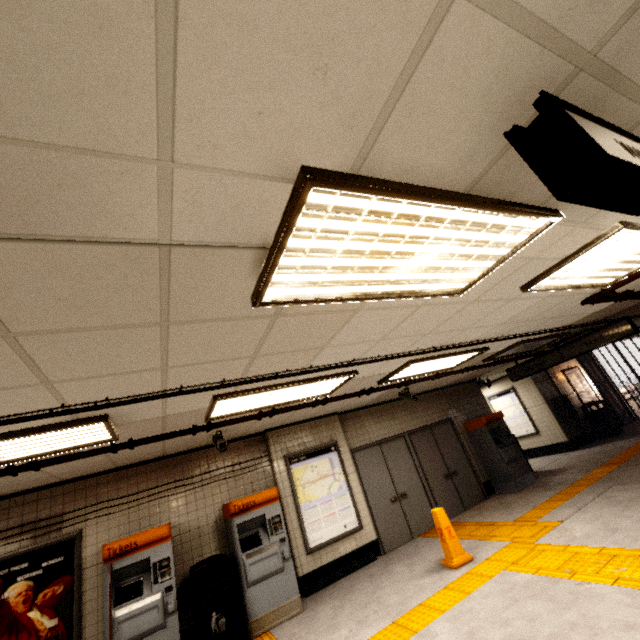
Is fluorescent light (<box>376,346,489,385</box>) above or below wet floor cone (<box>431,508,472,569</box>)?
above

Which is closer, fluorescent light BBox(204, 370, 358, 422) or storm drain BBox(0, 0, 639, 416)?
storm drain BBox(0, 0, 639, 416)

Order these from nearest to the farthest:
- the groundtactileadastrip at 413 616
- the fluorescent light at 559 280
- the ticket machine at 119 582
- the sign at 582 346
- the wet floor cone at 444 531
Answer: the fluorescent light at 559 280 < the groundtactileadastrip at 413 616 < the ticket machine at 119 582 < the wet floor cone at 444 531 < the sign at 582 346

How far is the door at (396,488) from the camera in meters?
7.0

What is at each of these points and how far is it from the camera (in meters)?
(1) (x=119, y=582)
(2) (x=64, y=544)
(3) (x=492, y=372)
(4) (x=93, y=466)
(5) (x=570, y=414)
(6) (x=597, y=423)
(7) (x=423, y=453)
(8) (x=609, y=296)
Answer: (1) ticket machine, 4.74
(2) sign, 4.96
(3) storm drain, 10.16
(4) storm drain, 5.05
(5) payphone, 10.96
(6) trash can, 11.12
(7) door, 8.23
(8) pipe, 4.95

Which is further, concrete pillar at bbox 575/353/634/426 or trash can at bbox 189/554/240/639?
concrete pillar at bbox 575/353/634/426

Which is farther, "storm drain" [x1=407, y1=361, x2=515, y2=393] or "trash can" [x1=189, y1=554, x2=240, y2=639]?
"storm drain" [x1=407, y1=361, x2=515, y2=393]

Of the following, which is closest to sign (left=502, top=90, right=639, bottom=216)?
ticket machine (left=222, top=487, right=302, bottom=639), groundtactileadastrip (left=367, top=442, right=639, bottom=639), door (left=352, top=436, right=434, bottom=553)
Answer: groundtactileadastrip (left=367, top=442, right=639, bottom=639)
